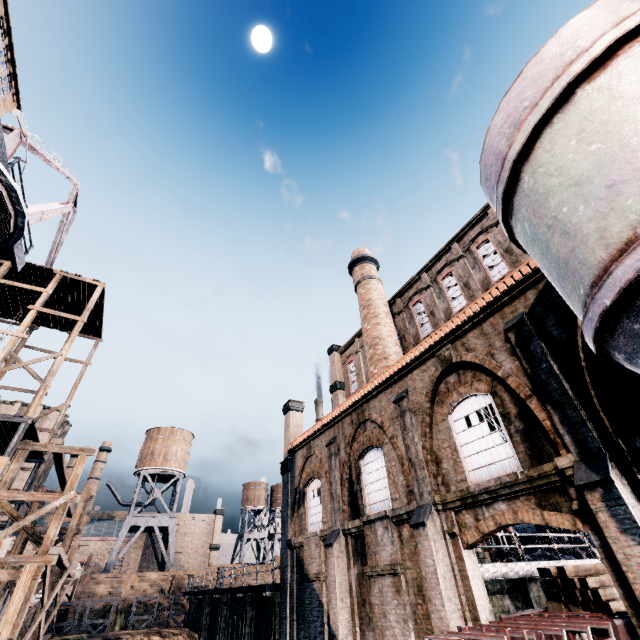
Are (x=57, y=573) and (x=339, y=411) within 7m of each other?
no

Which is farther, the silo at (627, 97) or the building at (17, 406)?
the building at (17, 406)

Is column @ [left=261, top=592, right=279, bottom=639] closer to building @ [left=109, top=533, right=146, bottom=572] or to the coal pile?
the coal pile

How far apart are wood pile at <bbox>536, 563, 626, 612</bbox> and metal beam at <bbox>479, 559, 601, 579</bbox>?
1.9m

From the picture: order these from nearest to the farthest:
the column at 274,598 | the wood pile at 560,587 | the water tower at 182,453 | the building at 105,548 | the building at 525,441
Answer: the building at 525,441, the wood pile at 560,587, the column at 274,598, the water tower at 182,453, the building at 105,548

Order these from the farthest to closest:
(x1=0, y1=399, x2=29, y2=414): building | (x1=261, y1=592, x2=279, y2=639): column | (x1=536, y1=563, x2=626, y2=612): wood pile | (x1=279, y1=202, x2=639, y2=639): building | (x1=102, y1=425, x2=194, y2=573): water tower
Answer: (x1=0, y1=399, x2=29, y2=414): building
(x1=102, y1=425, x2=194, y2=573): water tower
(x1=261, y1=592, x2=279, y2=639): column
(x1=536, y1=563, x2=626, y2=612): wood pile
(x1=279, y1=202, x2=639, y2=639): building

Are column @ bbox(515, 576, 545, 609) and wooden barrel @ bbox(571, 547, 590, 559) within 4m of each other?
no

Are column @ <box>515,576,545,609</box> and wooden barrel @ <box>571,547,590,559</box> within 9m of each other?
no
